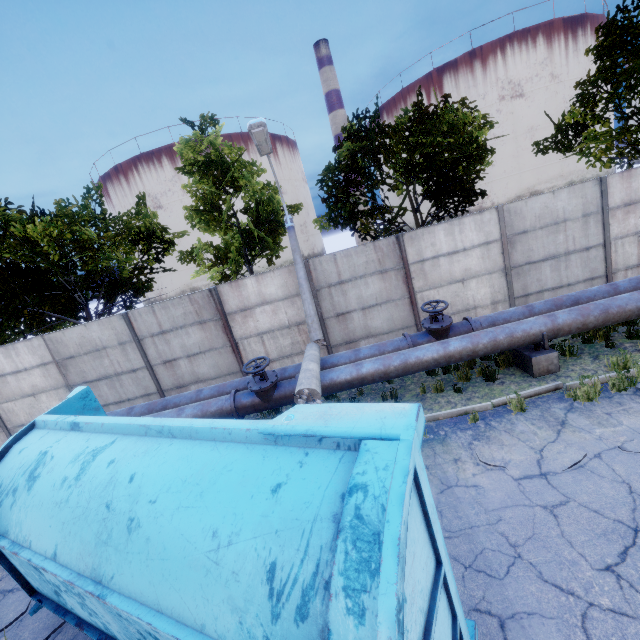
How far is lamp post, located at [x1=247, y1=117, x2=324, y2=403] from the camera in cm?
594

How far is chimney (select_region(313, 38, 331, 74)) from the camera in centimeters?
5894cm

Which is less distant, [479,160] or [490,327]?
[490,327]

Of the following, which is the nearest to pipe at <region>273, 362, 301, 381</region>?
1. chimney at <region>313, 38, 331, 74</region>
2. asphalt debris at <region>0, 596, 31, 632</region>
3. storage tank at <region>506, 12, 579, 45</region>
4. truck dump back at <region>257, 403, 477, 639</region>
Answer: asphalt debris at <region>0, 596, 31, 632</region>

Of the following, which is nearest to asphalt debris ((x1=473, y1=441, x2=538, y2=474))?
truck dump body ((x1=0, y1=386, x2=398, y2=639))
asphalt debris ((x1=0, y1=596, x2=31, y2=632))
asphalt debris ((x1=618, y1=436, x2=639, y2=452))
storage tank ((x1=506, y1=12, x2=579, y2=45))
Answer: asphalt debris ((x1=618, y1=436, x2=639, y2=452))

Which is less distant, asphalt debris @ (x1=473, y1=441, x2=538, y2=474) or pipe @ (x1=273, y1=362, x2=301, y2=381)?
asphalt debris @ (x1=473, y1=441, x2=538, y2=474)

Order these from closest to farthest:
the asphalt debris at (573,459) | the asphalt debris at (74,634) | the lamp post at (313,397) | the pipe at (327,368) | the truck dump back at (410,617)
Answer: the truck dump back at (410,617) → the asphalt debris at (74,634) → the asphalt debris at (573,459) → the lamp post at (313,397) → the pipe at (327,368)

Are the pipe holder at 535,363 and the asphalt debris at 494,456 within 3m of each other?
yes
